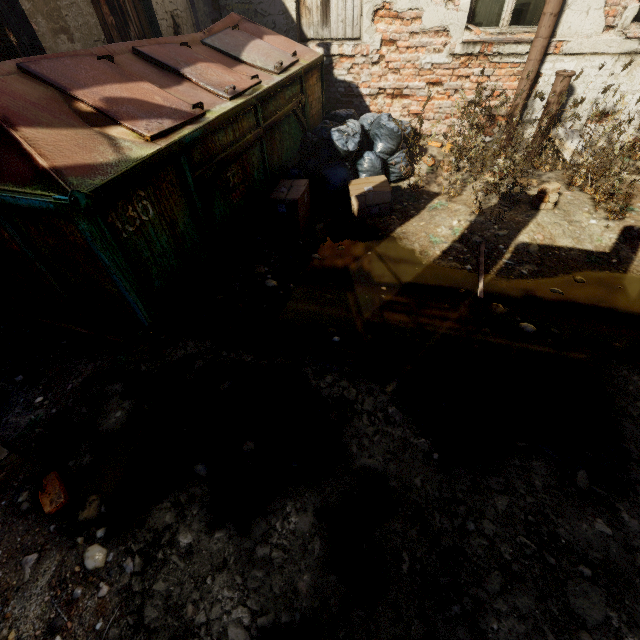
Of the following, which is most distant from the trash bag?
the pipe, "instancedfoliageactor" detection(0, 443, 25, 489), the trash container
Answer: "instancedfoliageactor" detection(0, 443, 25, 489)

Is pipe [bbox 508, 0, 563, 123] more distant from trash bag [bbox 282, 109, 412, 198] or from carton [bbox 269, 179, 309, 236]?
carton [bbox 269, 179, 309, 236]

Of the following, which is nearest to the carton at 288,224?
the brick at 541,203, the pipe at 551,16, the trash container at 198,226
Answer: the trash container at 198,226

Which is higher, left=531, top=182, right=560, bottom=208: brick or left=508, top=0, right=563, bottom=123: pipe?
left=508, top=0, right=563, bottom=123: pipe

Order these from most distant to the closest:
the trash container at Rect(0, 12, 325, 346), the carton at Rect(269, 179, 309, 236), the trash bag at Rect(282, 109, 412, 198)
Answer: the trash bag at Rect(282, 109, 412, 198), the carton at Rect(269, 179, 309, 236), the trash container at Rect(0, 12, 325, 346)

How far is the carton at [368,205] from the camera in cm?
402

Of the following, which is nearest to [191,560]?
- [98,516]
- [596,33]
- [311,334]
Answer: [98,516]

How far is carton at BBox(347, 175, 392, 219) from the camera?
4.0m
